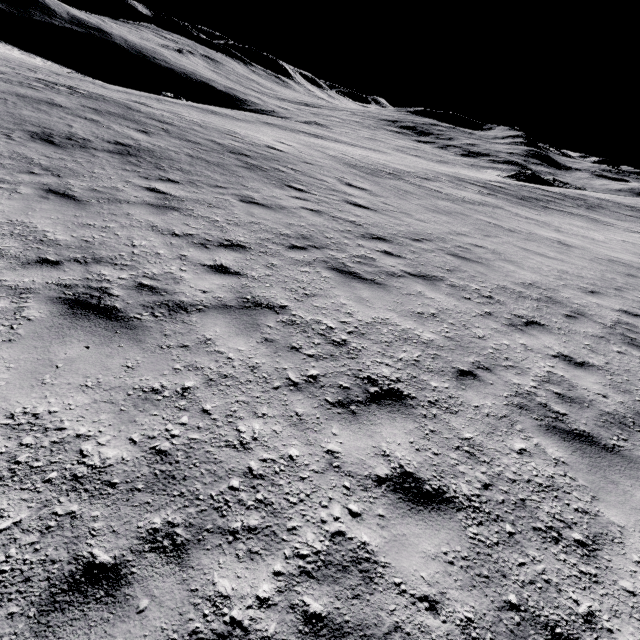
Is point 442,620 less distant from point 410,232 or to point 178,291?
point 178,291
